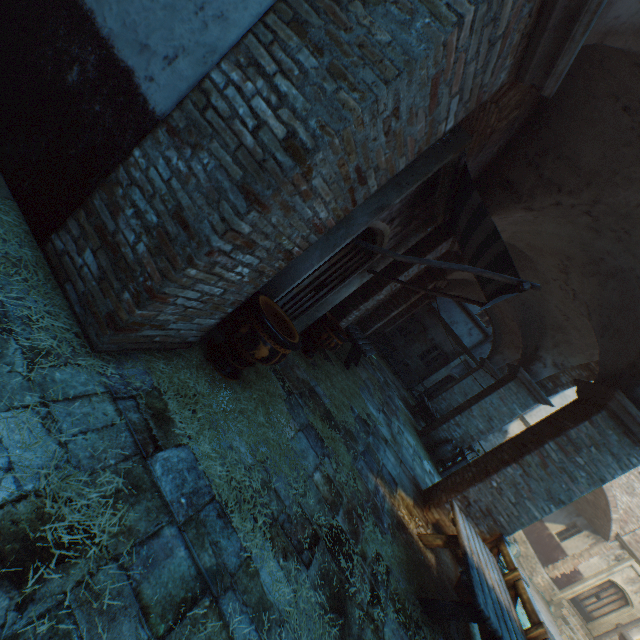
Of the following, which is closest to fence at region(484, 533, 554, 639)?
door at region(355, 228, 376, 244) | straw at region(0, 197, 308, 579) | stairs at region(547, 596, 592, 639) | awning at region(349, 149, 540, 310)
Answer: straw at region(0, 197, 308, 579)

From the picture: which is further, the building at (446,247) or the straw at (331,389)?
the building at (446,247)

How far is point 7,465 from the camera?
1.5m

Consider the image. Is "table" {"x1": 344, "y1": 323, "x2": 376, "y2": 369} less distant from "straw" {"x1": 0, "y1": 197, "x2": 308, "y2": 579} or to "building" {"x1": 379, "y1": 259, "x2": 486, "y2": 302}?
"straw" {"x1": 0, "y1": 197, "x2": 308, "y2": 579}

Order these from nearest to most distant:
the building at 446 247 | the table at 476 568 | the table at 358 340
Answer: the table at 476 568
the building at 446 247
the table at 358 340

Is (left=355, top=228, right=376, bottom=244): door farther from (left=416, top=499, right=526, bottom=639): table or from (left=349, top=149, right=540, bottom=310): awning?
(left=416, top=499, right=526, bottom=639): table

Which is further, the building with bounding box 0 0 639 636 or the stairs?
the stairs

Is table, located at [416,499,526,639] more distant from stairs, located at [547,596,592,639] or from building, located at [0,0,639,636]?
stairs, located at [547,596,592,639]
